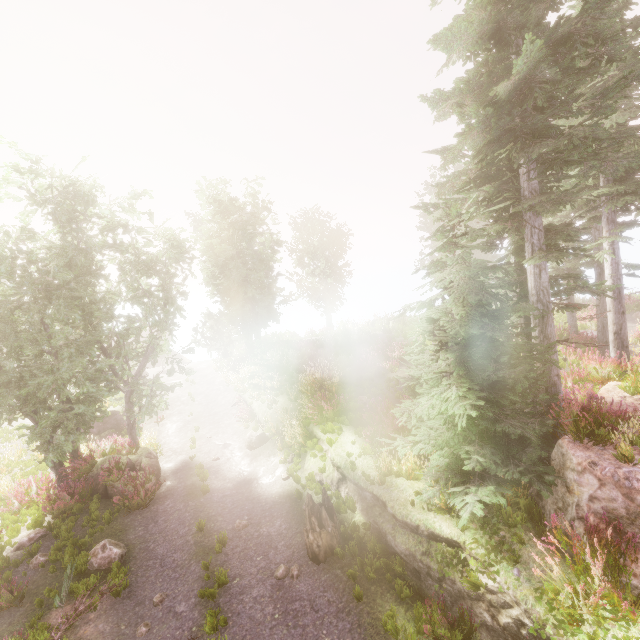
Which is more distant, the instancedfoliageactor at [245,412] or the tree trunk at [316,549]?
the instancedfoliageactor at [245,412]

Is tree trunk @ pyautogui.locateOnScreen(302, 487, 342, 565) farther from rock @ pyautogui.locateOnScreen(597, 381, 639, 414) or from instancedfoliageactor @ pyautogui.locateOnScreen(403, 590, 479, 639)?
rock @ pyautogui.locateOnScreen(597, 381, 639, 414)

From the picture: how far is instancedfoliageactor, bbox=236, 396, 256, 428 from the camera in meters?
16.8

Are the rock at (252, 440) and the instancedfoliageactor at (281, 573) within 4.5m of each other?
no

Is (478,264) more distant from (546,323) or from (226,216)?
(226,216)

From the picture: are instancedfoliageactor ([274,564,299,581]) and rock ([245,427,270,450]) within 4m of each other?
no

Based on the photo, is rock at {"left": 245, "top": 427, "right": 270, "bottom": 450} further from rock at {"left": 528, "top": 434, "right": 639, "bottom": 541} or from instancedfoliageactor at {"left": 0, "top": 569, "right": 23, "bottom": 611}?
rock at {"left": 528, "top": 434, "right": 639, "bottom": 541}
